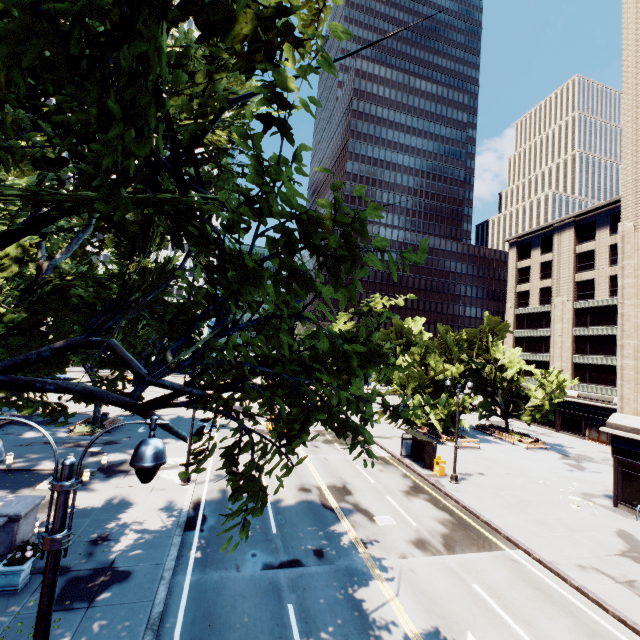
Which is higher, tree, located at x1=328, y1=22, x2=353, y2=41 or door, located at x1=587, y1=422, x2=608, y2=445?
tree, located at x1=328, y1=22, x2=353, y2=41

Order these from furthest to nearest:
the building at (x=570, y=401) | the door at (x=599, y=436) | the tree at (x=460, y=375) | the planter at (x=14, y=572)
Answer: the door at (x=599, y=436)
the building at (x=570, y=401)
the planter at (x=14, y=572)
the tree at (x=460, y=375)

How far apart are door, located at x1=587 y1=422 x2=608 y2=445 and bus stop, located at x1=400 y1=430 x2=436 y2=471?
30.0 meters

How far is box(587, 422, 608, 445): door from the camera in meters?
40.1

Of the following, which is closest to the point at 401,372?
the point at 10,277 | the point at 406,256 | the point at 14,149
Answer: the point at 406,256

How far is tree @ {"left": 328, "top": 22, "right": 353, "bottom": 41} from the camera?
3.7 meters

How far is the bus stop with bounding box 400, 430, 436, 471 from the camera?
24.95m

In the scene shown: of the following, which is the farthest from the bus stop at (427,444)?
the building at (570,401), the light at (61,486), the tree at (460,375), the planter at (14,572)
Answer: the planter at (14,572)
